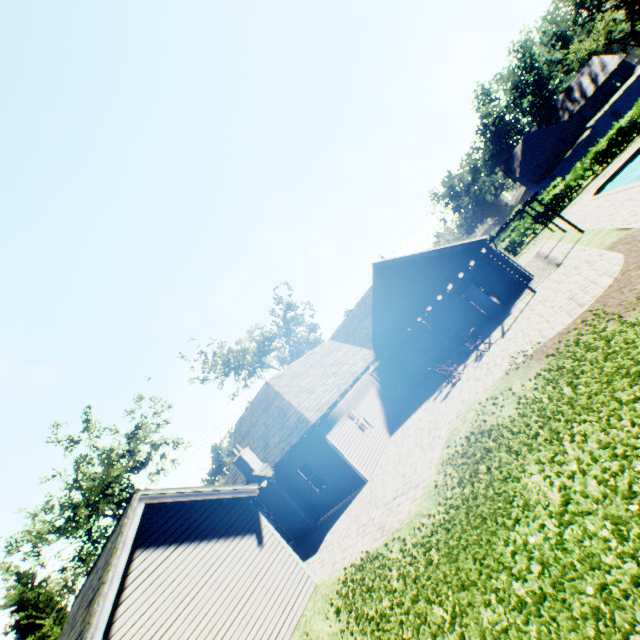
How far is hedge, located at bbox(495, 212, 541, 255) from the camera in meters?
32.7

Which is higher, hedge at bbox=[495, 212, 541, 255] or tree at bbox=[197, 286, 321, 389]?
tree at bbox=[197, 286, 321, 389]

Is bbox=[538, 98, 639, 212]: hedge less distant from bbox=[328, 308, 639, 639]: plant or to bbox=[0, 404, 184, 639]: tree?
bbox=[0, 404, 184, 639]: tree

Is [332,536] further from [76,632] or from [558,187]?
[558,187]

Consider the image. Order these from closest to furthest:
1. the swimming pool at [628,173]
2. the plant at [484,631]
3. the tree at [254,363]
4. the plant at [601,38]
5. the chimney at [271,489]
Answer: the plant at [484,631] < the chimney at [271,489] < the swimming pool at [628,173] < the tree at [254,363] < the plant at [601,38]

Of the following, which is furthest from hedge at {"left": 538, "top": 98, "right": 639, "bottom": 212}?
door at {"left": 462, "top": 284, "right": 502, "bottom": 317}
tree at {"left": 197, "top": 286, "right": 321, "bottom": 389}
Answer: door at {"left": 462, "top": 284, "right": 502, "bottom": 317}

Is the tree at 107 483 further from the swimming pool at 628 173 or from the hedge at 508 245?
the swimming pool at 628 173

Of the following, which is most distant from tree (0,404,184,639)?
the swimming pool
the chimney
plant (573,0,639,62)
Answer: the chimney
